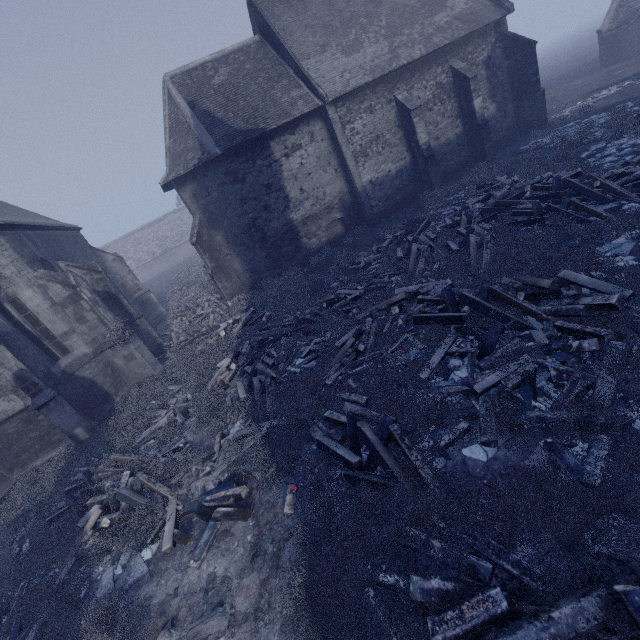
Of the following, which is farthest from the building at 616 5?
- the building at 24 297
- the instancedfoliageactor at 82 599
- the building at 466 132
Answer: the building at 24 297

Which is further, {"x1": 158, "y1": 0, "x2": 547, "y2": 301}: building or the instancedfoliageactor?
{"x1": 158, "y1": 0, "x2": 547, "y2": 301}: building

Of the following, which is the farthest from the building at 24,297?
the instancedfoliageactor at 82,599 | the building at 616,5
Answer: the building at 616,5

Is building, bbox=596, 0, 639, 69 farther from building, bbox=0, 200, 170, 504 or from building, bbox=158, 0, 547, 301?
building, bbox=0, 200, 170, 504

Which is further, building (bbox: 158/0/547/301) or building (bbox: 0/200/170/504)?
building (bbox: 158/0/547/301)

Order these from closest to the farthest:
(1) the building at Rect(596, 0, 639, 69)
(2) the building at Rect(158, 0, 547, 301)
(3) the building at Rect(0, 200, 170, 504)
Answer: (3) the building at Rect(0, 200, 170, 504) → (2) the building at Rect(158, 0, 547, 301) → (1) the building at Rect(596, 0, 639, 69)

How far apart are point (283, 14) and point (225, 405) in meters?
20.6

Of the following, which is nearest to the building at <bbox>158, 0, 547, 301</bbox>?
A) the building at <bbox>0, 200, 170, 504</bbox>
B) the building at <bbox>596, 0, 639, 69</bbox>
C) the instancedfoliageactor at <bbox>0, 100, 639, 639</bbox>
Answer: the building at <bbox>0, 200, 170, 504</bbox>
